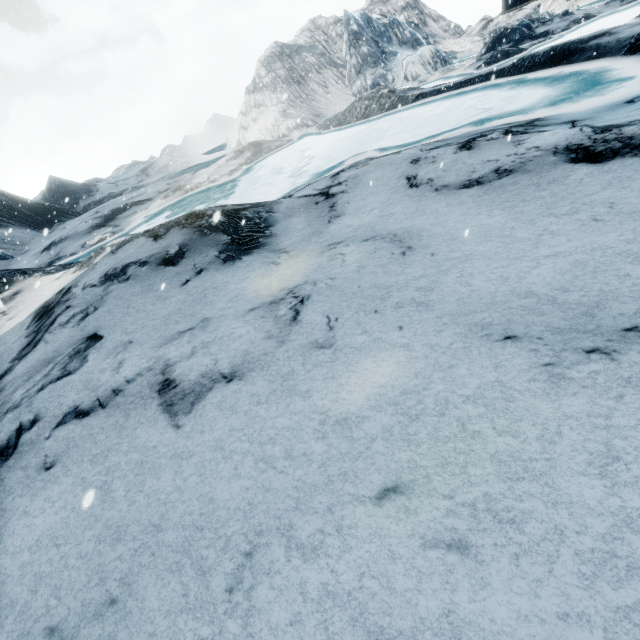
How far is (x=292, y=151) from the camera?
16.59m
